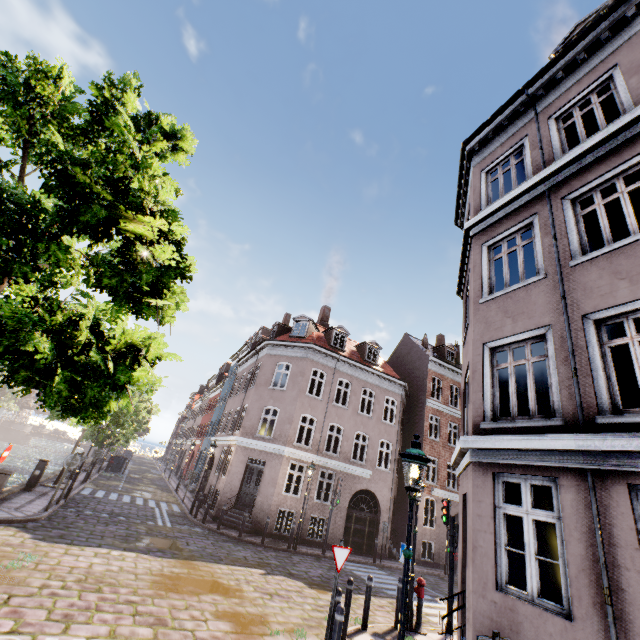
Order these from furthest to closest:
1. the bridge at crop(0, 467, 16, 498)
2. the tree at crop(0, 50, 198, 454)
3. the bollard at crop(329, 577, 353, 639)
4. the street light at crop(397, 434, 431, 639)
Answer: the bridge at crop(0, 467, 16, 498), the bollard at crop(329, 577, 353, 639), the street light at crop(397, 434, 431, 639), the tree at crop(0, 50, 198, 454)

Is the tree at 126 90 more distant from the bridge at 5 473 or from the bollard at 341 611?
the bollard at 341 611

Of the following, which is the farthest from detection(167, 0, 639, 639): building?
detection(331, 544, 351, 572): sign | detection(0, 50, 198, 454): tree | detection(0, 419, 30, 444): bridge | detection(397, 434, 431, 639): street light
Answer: detection(0, 419, 30, 444): bridge

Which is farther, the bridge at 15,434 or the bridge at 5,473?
the bridge at 15,434

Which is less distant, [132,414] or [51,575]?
[51,575]

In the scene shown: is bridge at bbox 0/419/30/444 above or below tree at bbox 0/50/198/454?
below

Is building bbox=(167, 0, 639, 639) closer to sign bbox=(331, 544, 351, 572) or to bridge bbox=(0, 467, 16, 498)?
sign bbox=(331, 544, 351, 572)

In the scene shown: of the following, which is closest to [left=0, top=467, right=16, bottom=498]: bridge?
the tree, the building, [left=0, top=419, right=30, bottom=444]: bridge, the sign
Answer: the tree
